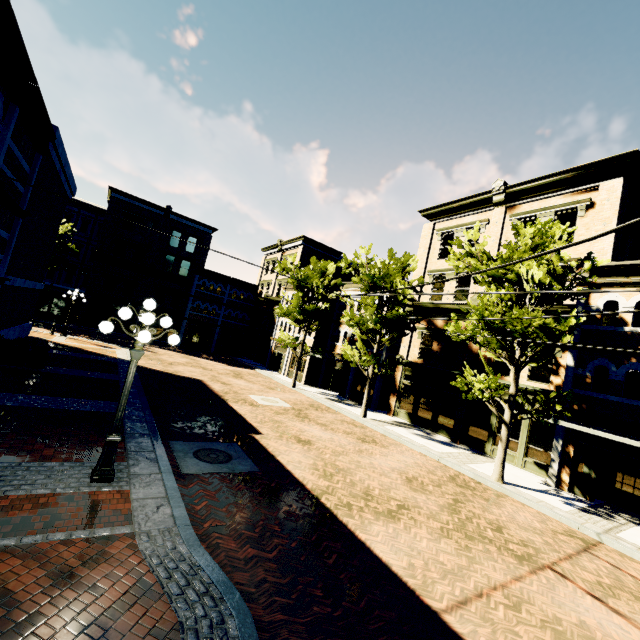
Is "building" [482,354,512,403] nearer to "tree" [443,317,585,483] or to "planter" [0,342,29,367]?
"tree" [443,317,585,483]

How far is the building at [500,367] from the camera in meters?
16.4

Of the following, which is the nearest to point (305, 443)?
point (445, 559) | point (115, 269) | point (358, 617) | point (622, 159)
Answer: point (445, 559)

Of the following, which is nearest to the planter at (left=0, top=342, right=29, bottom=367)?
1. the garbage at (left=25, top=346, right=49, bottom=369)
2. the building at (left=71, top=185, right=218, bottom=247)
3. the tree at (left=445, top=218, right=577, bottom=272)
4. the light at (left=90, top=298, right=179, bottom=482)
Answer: the garbage at (left=25, top=346, right=49, bottom=369)

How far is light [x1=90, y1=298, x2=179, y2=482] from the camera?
6.2m

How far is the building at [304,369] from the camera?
28.2 meters

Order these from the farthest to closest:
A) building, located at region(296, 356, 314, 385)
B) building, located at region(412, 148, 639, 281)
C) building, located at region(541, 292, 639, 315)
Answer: building, located at region(296, 356, 314, 385), building, located at region(412, 148, 639, 281), building, located at region(541, 292, 639, 315)

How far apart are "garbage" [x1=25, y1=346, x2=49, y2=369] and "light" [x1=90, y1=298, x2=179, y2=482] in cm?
946
